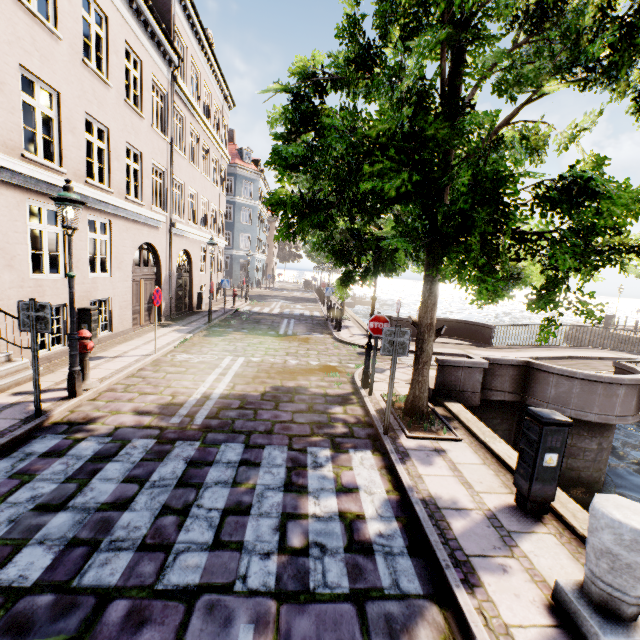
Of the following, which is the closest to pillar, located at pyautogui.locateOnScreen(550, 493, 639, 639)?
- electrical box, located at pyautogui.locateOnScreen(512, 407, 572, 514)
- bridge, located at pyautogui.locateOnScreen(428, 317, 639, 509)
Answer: electrical box, located at pyautogui.locateOnScreen(512, 407, 572, 514)

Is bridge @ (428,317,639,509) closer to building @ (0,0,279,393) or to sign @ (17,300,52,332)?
sign @ (17,300,52,332)

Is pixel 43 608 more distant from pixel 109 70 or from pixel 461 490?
pixel 109 70

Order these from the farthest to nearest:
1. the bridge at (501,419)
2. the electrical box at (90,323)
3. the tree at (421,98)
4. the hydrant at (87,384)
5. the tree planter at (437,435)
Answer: the electrical box at (90,323) < the bridge at (501,419) < the hydrant at (87,384) < the tree planter at (437,435) < the tree at (421,98)

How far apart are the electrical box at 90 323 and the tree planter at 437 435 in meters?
7.9 m

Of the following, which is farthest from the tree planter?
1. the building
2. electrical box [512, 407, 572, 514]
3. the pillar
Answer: the building

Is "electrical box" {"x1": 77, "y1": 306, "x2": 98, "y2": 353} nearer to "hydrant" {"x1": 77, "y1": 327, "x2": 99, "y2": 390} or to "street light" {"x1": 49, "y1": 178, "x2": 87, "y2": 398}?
"hydrant" {"x1": 77, "y1": 327, "x2": 99, "y2": 390}

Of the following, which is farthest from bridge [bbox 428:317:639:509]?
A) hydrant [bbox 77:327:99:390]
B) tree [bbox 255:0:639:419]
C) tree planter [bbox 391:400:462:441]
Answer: hydrant [bbox 77:327:99:390]
